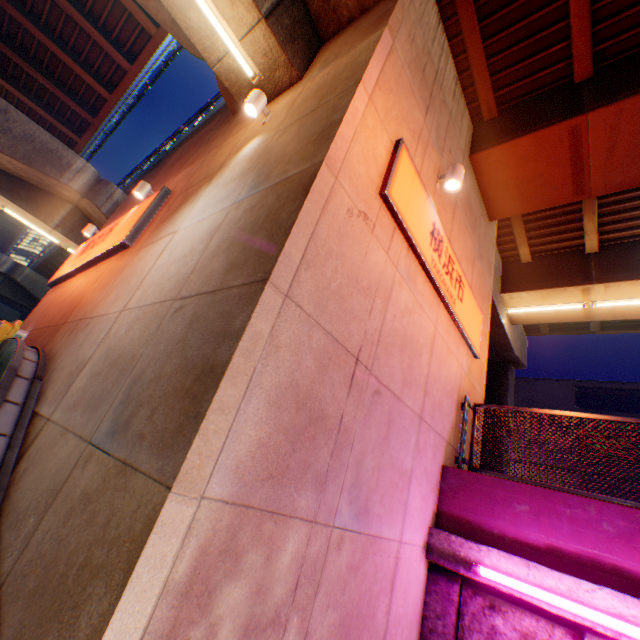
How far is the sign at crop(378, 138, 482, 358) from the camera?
4.20m

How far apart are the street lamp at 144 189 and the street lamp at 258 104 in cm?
429

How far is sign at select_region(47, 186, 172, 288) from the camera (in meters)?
6.69

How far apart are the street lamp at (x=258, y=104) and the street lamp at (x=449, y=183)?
3.26m

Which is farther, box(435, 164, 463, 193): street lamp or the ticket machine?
the ticket machine

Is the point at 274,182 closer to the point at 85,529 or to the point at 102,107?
the point at 85,529

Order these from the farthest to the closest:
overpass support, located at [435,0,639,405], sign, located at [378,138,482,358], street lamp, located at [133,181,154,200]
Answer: street lamp, located at [133,181,154,200]
overpass support, located at [435,0,639,405]
sign, located at [378,138,482,358]

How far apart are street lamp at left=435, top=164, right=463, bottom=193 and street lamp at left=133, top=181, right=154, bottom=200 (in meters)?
7.29
